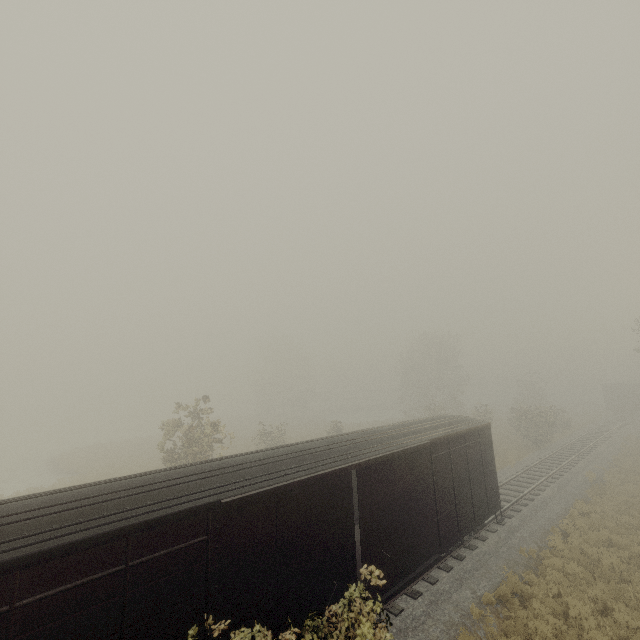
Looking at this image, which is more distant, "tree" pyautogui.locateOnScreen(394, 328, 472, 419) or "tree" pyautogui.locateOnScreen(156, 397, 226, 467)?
"tree" pyautogui.locateOnScreen(394, 328, 472, 419)

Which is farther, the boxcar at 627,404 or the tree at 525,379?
the boxcar at 627,404

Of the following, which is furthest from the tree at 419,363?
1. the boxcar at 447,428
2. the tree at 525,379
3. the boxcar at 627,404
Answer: the boxcar at 447,428

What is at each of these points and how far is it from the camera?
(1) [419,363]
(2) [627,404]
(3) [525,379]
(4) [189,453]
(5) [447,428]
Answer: (1) tree, 48.9m
(2) boxcar, 45.1m
(3) tree, 51.3m
(4) tree, 16.9m
(5) boxcar, 13.0m

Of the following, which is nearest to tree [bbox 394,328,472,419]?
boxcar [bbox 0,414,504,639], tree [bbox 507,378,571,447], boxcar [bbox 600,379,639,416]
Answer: tree [bbox 507,378,571,447]

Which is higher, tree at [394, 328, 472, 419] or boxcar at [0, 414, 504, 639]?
tree at [394, 328, 472, 419]

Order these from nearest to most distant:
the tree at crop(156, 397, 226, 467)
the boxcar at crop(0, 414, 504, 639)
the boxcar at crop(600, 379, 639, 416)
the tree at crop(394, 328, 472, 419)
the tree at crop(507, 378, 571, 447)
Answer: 1. the boxcar at crop(0, 414, 504, 639)
2. the tree at crop(156, 397, 226, 467)
3. the tree at crop(507, 378, 571, 447)
4. the boxcar at crop(600, 379, 639, 416)
5. the tree at crop(394, 328, 472, 419)
